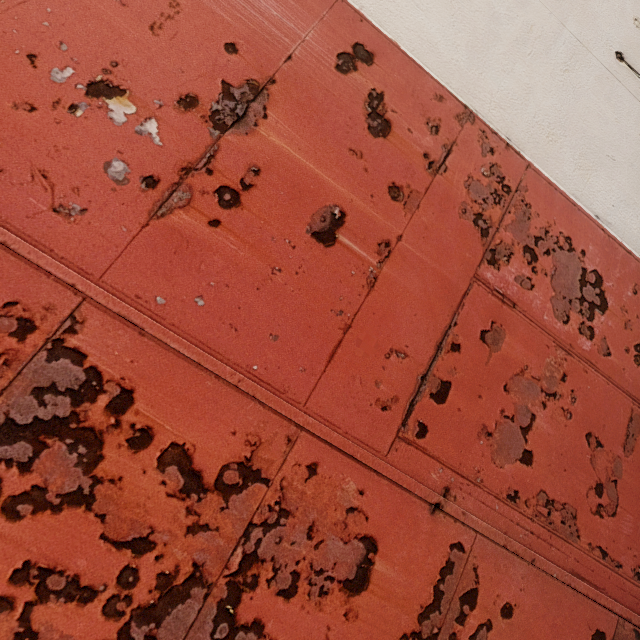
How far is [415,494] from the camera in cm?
136
